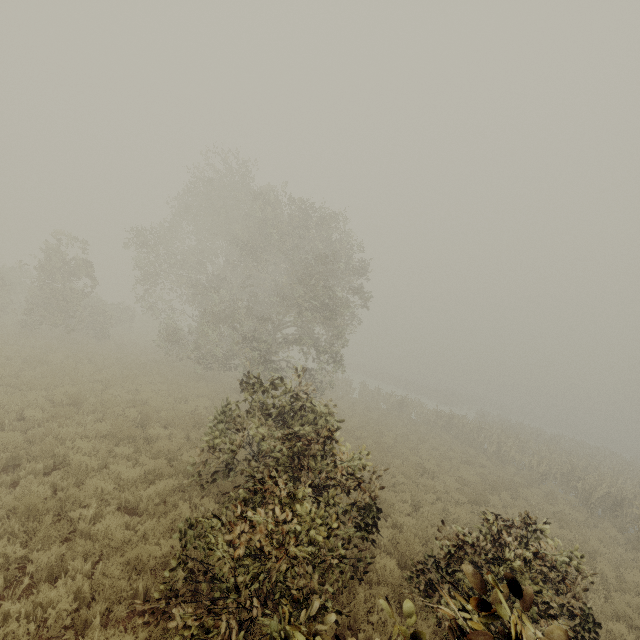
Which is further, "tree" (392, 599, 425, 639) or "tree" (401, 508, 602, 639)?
"tree" (392, 599, 425, 639)

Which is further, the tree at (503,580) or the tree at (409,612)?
the tree at (409,612)

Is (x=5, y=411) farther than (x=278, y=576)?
Yes
